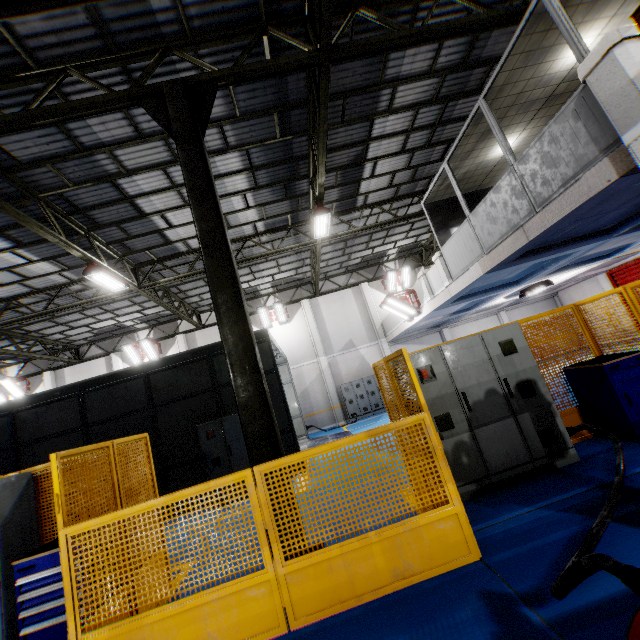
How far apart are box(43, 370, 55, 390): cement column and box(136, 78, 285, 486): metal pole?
19.8m

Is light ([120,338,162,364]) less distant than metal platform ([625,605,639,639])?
No

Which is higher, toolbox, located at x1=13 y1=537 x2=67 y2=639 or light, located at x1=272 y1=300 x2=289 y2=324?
light, located at x1=272 y1=300 x2=289 y2=324

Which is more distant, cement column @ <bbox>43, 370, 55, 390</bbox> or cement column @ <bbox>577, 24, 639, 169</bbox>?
cement column @ <bbox>43, 370, 55, 390</bbox>

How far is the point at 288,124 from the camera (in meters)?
8.79

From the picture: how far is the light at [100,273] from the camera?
10.2m

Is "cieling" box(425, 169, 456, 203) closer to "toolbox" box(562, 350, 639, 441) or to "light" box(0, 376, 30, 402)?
"toolbox" box(562, 350, 639, 441)

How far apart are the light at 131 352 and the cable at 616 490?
19.68m
